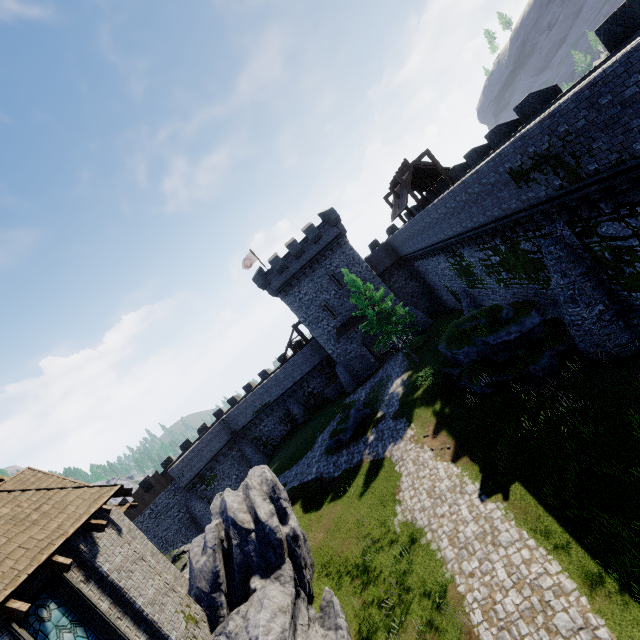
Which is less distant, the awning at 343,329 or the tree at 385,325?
the tree at 385,325

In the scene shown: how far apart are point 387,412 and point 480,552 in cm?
1376

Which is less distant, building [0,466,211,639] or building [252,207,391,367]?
building [0,466,211,639]

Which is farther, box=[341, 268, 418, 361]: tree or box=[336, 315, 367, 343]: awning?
box=[336, 315, 367, 343]: awning

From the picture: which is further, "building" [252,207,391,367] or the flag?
the flag

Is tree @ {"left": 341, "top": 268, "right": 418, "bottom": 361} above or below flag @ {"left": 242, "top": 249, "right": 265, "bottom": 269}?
below

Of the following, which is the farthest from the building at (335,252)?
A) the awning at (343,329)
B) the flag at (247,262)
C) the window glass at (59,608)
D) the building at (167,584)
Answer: the window glass at (59,608)

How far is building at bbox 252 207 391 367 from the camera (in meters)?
34.97
